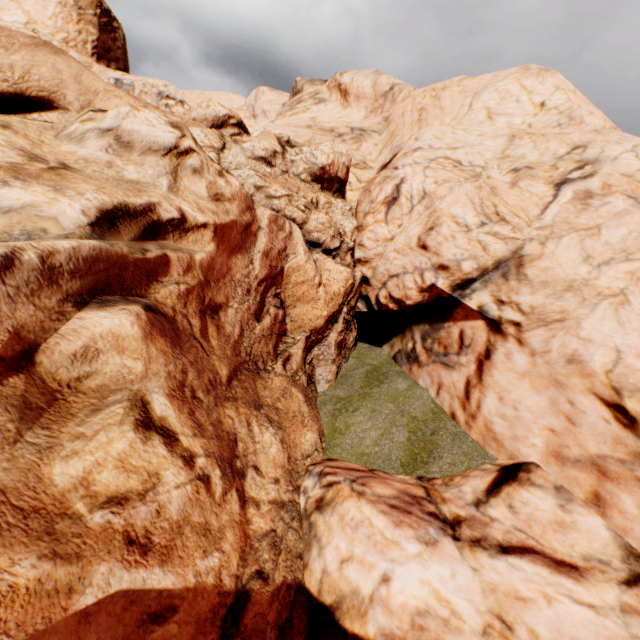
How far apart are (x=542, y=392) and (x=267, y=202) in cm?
1133
